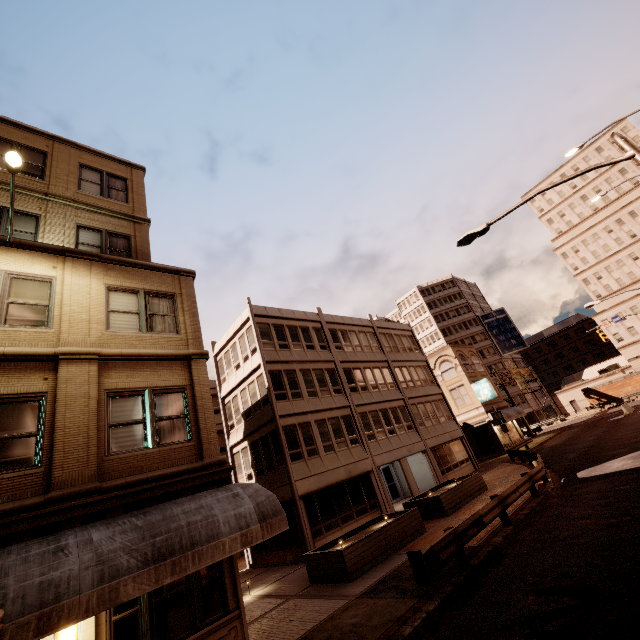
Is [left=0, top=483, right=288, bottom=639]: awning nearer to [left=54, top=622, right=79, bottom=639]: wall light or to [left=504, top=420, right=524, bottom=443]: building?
[left=54, top=622, right=79, bottom=639]: wall light

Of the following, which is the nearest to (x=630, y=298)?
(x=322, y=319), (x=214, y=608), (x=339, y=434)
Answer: (x=322, y=319)

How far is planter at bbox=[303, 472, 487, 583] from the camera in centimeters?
1170cm

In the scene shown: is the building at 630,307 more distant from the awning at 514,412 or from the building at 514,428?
the building at 514,428

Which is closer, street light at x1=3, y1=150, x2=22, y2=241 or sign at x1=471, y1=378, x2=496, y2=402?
street light at x1=3, y1=150, x2=22, y2=241

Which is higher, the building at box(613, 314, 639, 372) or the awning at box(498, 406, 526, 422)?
the building at box(613, 314, 639, 372)

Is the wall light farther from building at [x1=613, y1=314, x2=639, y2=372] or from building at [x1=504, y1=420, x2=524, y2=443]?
building at [x1=613, y1=314, x2=639, y2=372]

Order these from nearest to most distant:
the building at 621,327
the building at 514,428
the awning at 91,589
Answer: Answer:
1. the awning at 91,589
2. the building at 514,428
3. the building at 621,327
